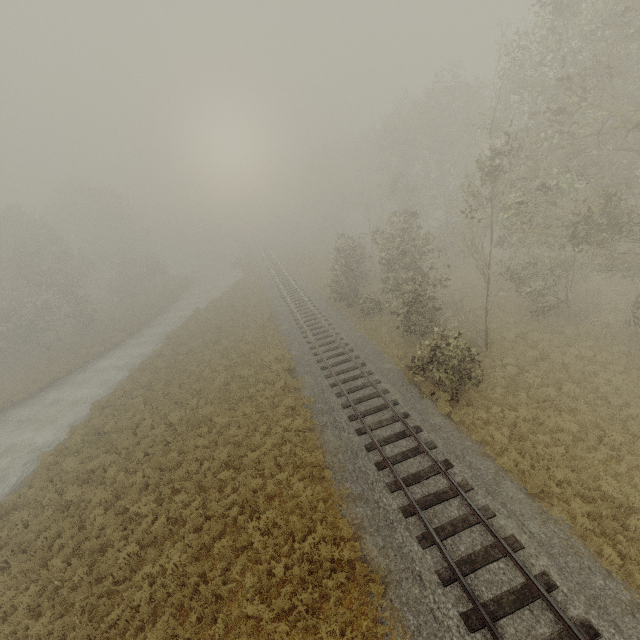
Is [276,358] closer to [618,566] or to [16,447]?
[16,447]
